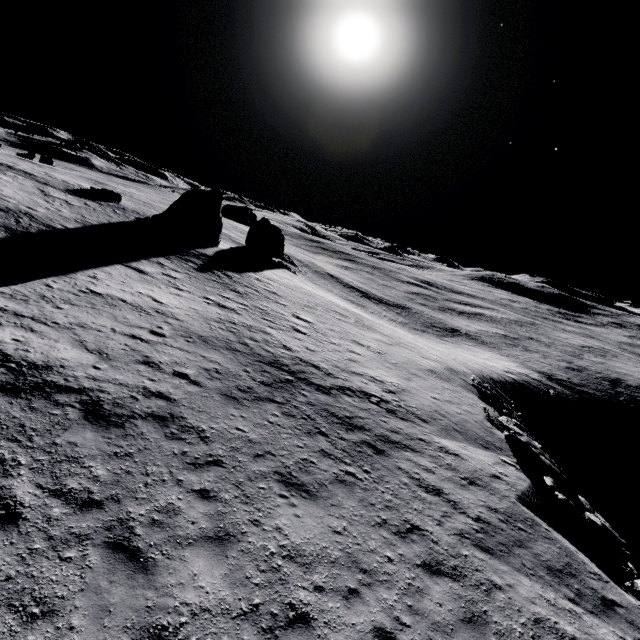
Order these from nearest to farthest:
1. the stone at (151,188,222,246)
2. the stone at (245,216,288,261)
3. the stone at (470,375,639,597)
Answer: the stone at (470,375,639,597), the stone at (151,188,222,246), the stone at (245,216,288,261)

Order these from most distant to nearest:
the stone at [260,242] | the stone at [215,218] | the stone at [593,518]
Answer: the stone at [260,242]
the stone at [215,218]
the stone at [593,518]

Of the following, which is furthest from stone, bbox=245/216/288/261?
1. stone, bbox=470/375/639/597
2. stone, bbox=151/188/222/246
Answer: stone, bbox=470/375/639/597

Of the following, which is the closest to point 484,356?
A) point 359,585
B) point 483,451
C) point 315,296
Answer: point 315,296

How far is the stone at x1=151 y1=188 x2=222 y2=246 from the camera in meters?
36.1

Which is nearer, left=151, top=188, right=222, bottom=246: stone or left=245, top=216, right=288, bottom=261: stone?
left=151, top=188, right=222, bottom=246: stone

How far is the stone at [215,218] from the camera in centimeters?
3612cm
